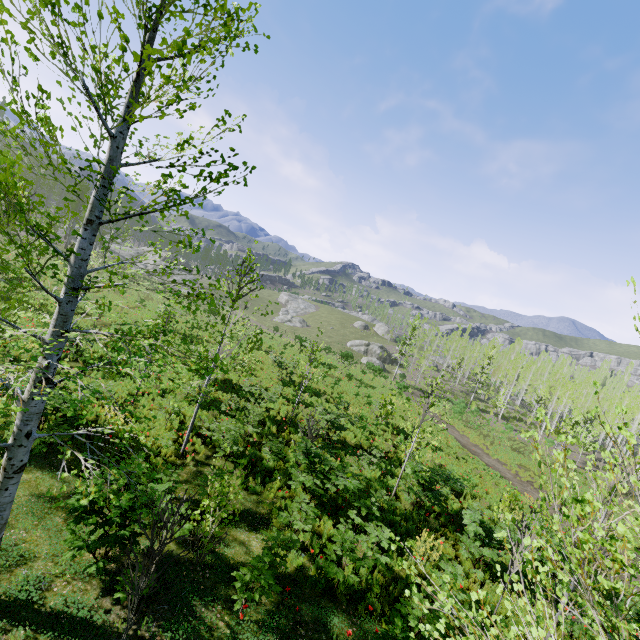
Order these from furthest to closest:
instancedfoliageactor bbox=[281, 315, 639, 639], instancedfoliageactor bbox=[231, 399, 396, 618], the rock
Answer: the rock, instancedfoliageactor bbox=[231, 399, 396, 618], instancedfoliageactor bbox=[281, 315, 639, 639]

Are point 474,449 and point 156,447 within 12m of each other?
no

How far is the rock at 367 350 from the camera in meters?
54.0 m

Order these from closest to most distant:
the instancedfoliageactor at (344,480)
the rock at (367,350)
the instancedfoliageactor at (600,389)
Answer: the instancedfoliageactor at (600,389) → the instancedfoliageactor at (344,480) → the rock at (367,350)

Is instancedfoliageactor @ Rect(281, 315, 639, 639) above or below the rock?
Answer: above

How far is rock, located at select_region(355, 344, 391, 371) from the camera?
54.0 meters

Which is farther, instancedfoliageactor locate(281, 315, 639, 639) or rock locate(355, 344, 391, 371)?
rock locate(355, 344, 391, 371)
